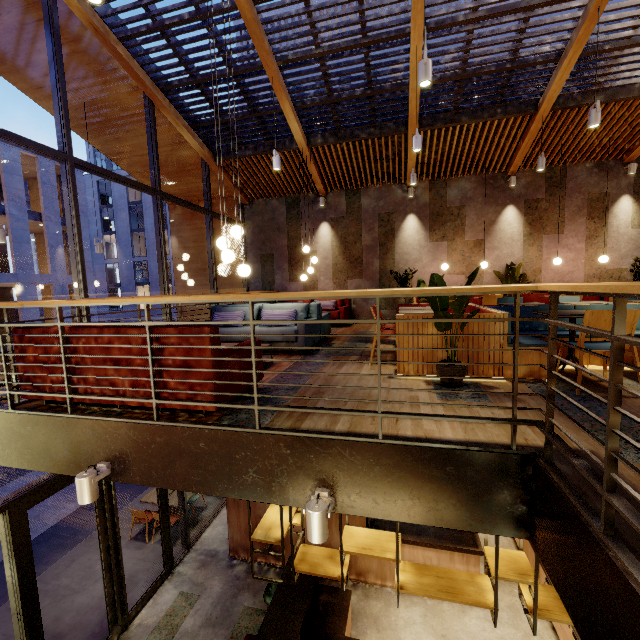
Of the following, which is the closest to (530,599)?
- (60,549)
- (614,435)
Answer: (614,435)

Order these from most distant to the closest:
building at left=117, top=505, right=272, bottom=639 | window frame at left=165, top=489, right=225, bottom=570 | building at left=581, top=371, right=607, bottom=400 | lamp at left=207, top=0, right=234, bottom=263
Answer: window frame at left=165, top=489, right=225, bottom=570 → building at left=117, top=505, right=272, bottom=639 → lamp at left=207, top=0, right=234, bottom=263 → building at left=581, top=371, right=607, bottom=400

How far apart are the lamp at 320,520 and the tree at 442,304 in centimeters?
200cm

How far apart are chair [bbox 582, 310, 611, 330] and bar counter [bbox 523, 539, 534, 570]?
4.0 meters

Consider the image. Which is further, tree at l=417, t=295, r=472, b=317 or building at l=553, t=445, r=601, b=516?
tree at l=417, t=295, r=472, b=317

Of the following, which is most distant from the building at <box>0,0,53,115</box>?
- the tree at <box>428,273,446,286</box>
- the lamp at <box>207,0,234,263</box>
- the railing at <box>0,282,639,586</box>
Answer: the tree at <box>428,273,446,286</box>

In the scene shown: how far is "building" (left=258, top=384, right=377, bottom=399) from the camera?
3.4m

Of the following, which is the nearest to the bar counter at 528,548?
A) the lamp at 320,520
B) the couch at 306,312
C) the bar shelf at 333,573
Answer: the bar shelf at 333,573
